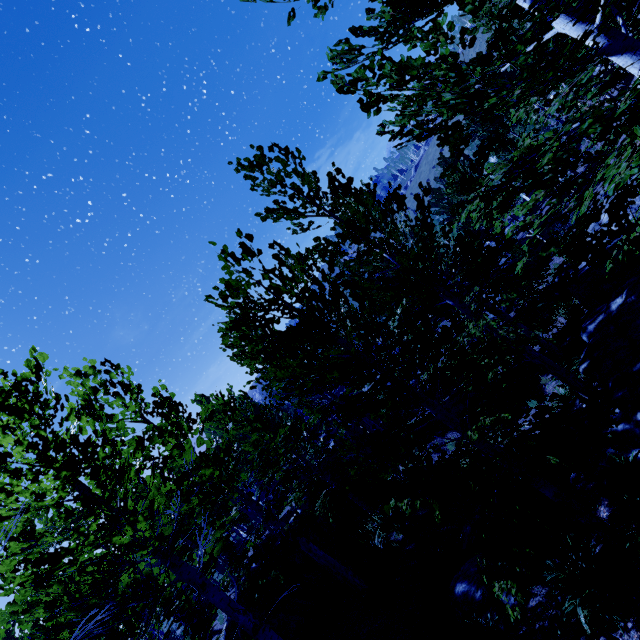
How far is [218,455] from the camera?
8.6m

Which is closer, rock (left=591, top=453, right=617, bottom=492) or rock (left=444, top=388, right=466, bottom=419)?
rock (left=591, top=453, right=617, bottom=492)

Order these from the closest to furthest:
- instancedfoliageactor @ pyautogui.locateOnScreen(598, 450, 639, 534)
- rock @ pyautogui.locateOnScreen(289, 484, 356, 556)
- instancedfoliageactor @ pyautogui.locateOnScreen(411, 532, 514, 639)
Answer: instancedfoliageactor @ pyautogui.locateOnScreen(598, 450, 639, 534)
instancedfoliageactor @ pyautogui.locateOnScreen(411, 532, 514, 639)
rock @ pyautogui.locateOnScreen(289, 484, 356, 556)

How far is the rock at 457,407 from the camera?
15.5 meters

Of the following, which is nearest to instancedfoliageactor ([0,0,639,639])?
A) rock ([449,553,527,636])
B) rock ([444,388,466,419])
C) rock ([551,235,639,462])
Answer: rock ([551,235,639,462])

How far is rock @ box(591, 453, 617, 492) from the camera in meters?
6.2

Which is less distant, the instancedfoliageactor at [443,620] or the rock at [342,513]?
the instancedfoliageactor at [443,620]

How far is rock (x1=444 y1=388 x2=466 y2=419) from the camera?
15.5 meters
